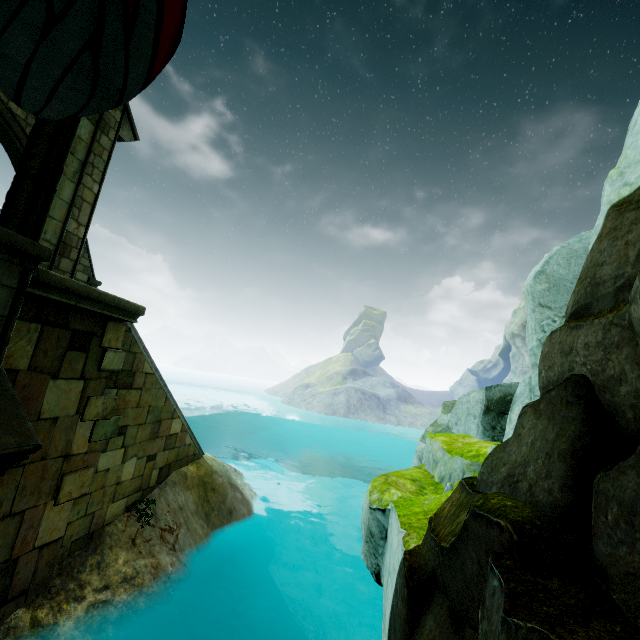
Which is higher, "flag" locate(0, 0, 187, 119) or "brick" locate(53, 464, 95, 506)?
"flag" locate(0, 0, 187, 119)

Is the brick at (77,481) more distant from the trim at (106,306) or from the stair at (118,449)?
the trim at (106,306)

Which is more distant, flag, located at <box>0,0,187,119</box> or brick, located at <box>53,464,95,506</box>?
brick, located at <box>53,464,95,506</box>

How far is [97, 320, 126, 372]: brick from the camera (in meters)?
5.67

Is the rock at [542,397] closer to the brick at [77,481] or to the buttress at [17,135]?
the brick at [77,481]

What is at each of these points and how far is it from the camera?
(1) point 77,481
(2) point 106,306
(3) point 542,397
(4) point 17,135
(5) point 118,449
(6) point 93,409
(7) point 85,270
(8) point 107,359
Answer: (1) brick, 5.50m
(2) trim, 5.27m
(3) rock, 2.84m
(4) buttress, 9.41m
(5) stair, 6.39m
(6) brick, 5.61m
(7) buttress, 12.05m
(8) brick, 5.75m

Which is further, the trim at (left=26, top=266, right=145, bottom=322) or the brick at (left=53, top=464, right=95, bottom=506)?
the brick at (left=53, top=464, right=95, bottom=506)

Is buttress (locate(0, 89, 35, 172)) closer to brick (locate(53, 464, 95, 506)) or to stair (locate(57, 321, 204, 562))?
stair (locate(57, 321, 204, 562))
